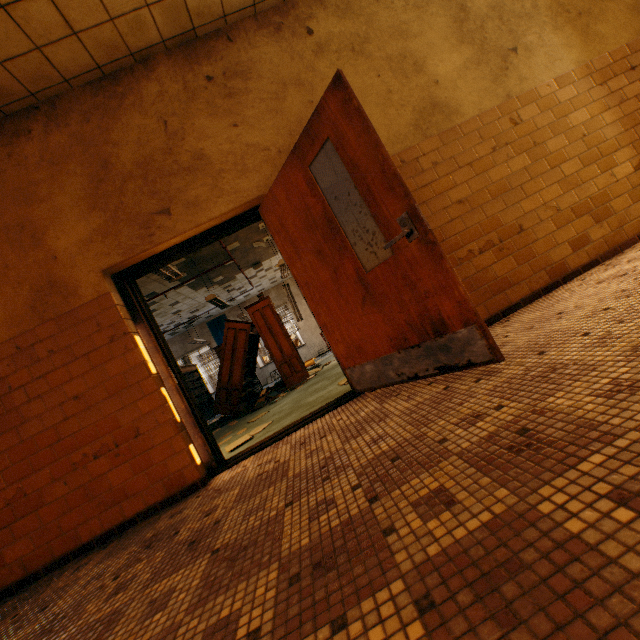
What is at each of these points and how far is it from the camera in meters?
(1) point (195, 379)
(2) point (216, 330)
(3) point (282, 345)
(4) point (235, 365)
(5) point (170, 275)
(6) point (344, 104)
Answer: (1) book, 13.2
(2) banner, 15.1
(3) book, 7.7
(4) bookcase, 7.6
(5) lamp, 5.4
(6) door, 2.1

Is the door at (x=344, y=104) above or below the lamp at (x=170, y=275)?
below

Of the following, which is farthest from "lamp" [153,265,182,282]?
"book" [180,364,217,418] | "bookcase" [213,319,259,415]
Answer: "book" [180,364,217,418]

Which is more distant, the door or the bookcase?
the bookcase

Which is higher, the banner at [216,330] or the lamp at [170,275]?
the banner at [216,330]

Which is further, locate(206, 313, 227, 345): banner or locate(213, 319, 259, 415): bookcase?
locate(206, 313, 227, 345): banner

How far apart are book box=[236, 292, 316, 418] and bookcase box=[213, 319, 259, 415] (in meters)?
0.02

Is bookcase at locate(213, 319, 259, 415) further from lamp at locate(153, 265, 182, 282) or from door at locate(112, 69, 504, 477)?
door at locate(112, 69, 504, 477)
